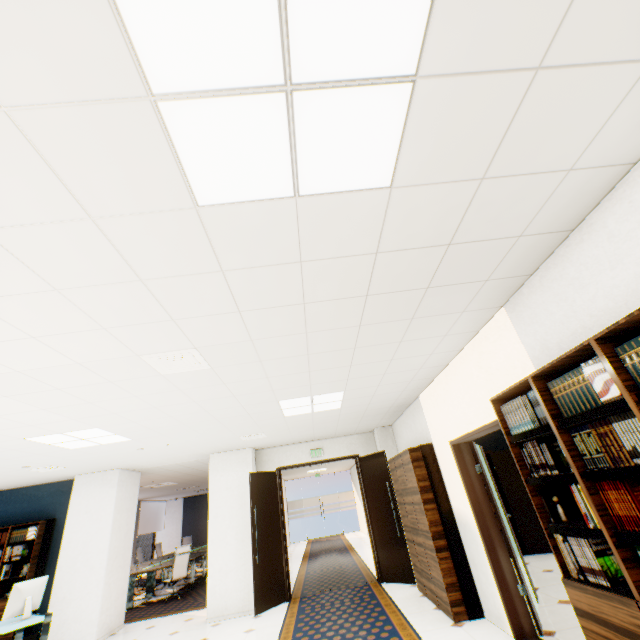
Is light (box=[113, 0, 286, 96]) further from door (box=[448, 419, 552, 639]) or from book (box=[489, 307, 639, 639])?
door (box=[448, 419, 552, 639])

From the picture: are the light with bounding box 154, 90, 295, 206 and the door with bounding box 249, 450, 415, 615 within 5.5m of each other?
no

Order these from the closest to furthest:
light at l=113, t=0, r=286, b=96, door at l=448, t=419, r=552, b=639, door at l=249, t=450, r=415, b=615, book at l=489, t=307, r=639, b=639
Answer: light at l=113, t=0, r=286, b=96 < book at l=489, t=307, r=639, b=639 < door at l=448, t=419, r=552, b=639 < door at l=249, t=450, r=415, b=615

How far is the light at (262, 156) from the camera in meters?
1.2 m

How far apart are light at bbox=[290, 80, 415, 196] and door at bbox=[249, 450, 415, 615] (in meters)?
6.92

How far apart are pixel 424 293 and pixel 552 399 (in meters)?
1.15

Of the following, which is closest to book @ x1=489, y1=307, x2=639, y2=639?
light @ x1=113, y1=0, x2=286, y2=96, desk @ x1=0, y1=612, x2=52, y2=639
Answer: light @ x1=113, y1=0, x2=286, y2=96

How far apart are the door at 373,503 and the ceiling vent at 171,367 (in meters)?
4.84
